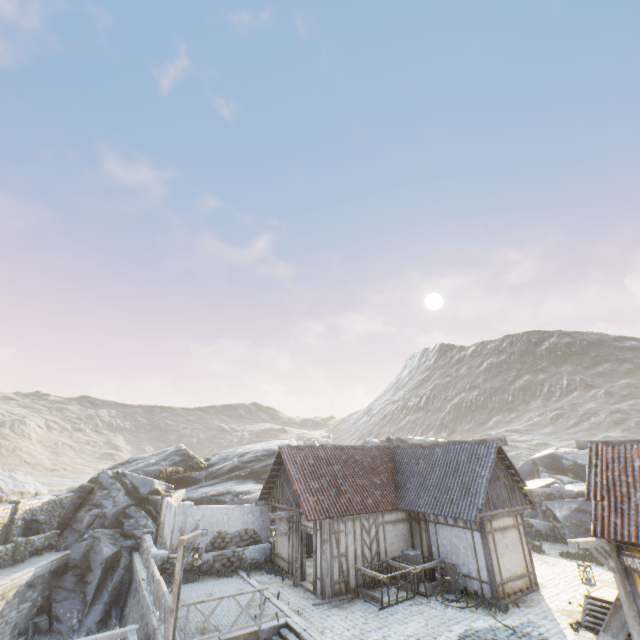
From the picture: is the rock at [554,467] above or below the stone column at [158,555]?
above

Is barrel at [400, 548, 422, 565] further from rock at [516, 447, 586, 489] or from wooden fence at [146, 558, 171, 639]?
wooden fence at [146, 558, 171, 639]

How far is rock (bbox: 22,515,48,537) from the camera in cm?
2087

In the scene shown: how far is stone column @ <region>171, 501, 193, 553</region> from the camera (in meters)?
16.70

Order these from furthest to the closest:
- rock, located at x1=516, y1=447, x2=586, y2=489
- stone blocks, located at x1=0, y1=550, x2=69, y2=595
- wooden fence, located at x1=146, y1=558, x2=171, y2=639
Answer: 1. rock, located at x1=516, y1=447, x2=586, y2=489
2. stone blocks, located at x1=0, y1=550, x2=69, y2=595
3. wooden fence, located at x1=146, y1=558, x2=171, y2=639

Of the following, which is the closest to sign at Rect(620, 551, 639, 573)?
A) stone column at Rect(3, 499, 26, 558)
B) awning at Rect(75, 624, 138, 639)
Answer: awning at Rect(75, 624, 138, 639)

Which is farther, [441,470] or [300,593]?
[441,470]

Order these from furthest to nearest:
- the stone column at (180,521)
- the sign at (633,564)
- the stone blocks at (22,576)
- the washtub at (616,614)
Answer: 1. the stone column at (180,521)
2. the stone blocks at (22,576)
3. the washtub at (616,614)
4. the sign at (633,564)
